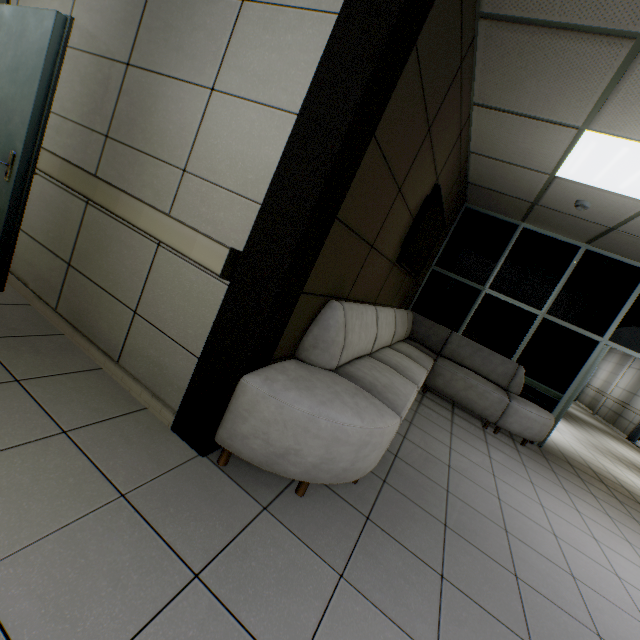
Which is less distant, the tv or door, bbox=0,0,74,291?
door, bbox=0,0,74,291

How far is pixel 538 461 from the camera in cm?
469

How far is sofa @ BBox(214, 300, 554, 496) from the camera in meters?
1.8

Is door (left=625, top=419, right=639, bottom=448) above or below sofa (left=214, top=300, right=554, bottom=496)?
above

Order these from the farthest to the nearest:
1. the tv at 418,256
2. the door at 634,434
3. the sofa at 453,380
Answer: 1. the door at 634,434
2. the tv at 418,256
3. the sofa at 453,380

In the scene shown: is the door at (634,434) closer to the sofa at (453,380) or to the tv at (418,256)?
the sofa at (453,380)

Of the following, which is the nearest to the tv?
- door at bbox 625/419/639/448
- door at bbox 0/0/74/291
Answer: door at bbox 0/0/74/291

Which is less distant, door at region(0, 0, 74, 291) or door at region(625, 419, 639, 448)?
door at region(0, 0, 74, 291)
